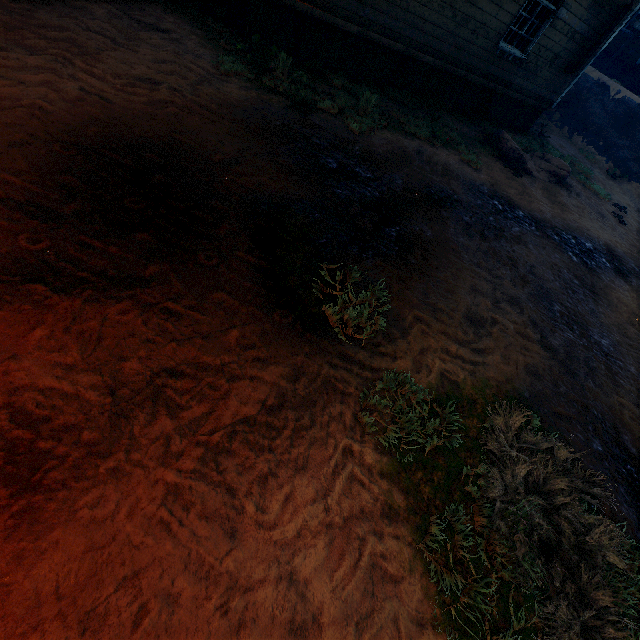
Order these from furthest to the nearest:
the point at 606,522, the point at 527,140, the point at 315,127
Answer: the point at 527,140, the point at 315,127, the point at 606,522

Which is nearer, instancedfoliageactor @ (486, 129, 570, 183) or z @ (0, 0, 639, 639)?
z @ (0, 0, 639, 639)

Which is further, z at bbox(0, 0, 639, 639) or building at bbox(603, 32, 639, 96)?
building at bbox(603, 32, 639, 96)

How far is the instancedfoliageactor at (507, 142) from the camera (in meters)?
9.19

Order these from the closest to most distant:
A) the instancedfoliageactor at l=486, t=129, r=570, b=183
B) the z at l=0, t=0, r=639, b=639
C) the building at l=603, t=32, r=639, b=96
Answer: the z at l=0, t=0, r=639, b=639
the instancedfoliageactor at l=486, t=129, r=570, b=183
the building at l=603, t=32, r=639, b=96

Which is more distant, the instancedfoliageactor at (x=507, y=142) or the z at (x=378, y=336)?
the instancedfoliageactor at (x=507, y=142)

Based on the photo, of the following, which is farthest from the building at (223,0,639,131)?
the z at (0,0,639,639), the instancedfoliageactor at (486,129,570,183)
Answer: the instancedfoliageactor at (486,129,570,183)
